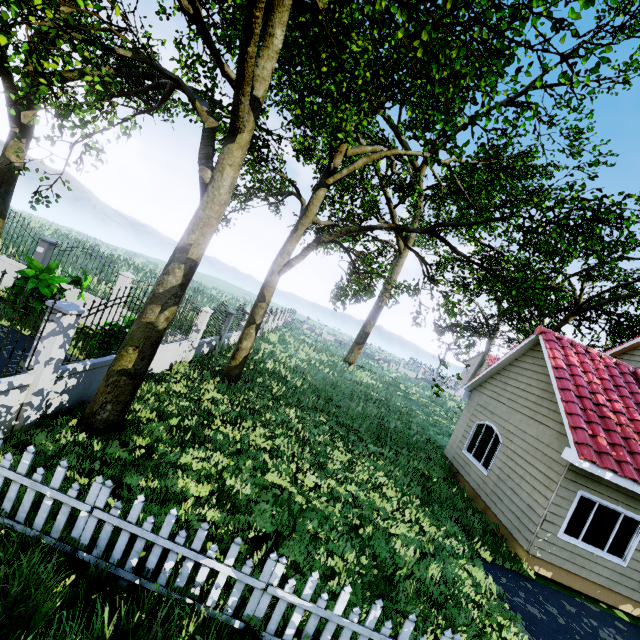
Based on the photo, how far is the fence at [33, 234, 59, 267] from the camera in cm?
1216

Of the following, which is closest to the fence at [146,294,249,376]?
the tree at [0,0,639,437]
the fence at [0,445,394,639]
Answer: the tree at [0,0,639,437]

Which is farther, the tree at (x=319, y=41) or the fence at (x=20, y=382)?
the tree at (x=319, y=41)

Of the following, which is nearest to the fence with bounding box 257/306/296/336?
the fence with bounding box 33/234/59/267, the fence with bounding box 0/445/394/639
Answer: the fence with bounding box 0/445/394/639

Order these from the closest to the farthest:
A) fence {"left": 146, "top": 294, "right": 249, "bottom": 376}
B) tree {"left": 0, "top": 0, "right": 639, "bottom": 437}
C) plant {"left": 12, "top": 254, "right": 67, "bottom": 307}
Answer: tree {"left": 0, "top": 0, "right": 639, "bottom": 437}, plant {"left": 12, "top": 254, "right": 67, "bottom": 307}, fence {"left": 146, "top": 294, "right": 249, "bottom": 376}

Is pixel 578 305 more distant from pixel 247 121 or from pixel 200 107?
pixel 200 107

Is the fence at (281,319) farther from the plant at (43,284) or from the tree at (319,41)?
the plant at (43,284)

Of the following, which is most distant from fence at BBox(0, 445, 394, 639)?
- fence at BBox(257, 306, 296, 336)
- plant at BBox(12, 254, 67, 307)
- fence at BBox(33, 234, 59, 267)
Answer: plant at BBox(12, 254, 67, 307)
